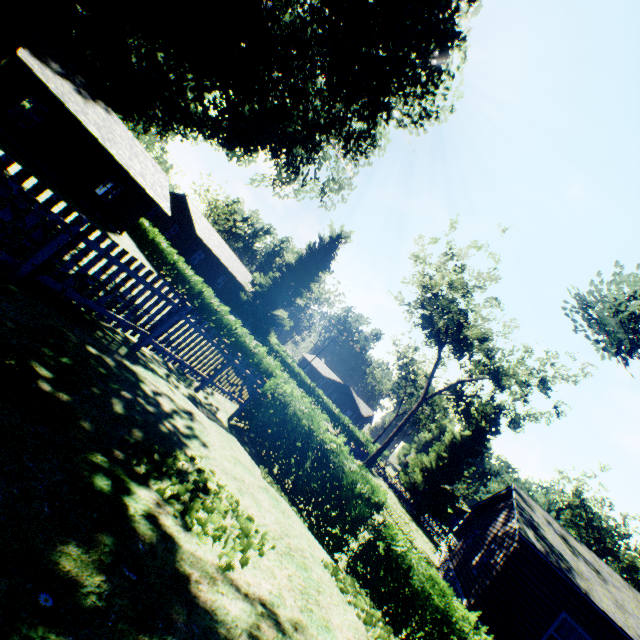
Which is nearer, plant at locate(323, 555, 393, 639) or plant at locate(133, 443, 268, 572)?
plant at locate(133, 443, 268, 572)

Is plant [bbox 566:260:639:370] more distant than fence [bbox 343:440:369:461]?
No

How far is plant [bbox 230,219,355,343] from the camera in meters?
41.1

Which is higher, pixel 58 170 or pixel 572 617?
pixel 572 617

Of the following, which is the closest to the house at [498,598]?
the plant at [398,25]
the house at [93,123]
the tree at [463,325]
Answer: the plant at [398,25]

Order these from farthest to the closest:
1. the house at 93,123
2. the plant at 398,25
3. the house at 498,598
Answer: the house at 93,123
the plant at 398,25
the house at 498,598

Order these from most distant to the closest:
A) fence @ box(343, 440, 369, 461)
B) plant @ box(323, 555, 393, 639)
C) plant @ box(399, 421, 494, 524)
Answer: plant @ box(399, 421, 494, 524) → fence @ box(343, 440, 369, 461) → plant @ box(323, 555, 393, 639)

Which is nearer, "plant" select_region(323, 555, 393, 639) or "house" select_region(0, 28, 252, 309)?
"plant" select_region(323, 555, 393, 639)
